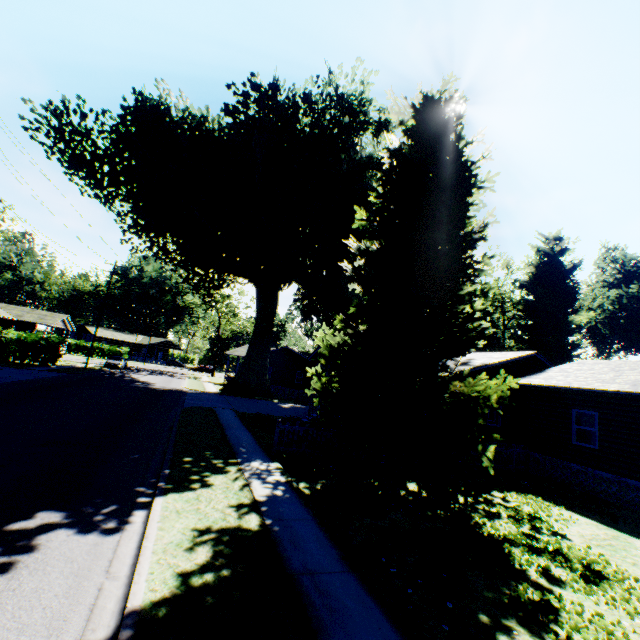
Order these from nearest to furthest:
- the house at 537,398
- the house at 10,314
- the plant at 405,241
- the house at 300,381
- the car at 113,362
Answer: the plant at 405,241 → the house at 537,398 → the car at 113,362 → the house at 300,381 → the house at 10,314

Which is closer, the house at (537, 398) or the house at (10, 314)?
the house at (537, 398)

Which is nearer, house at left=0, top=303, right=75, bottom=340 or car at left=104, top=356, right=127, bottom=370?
car at left=104, top=356, right=127, bottom=370

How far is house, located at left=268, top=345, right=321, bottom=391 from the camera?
43.2 meters

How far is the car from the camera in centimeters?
3962cm

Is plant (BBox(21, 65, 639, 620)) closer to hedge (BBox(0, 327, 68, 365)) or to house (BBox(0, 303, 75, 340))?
hedge (BBox(0, 327, 68, 365))

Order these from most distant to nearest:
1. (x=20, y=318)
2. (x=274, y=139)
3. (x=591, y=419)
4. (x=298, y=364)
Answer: (x=20, y=318), (x=298, y=364), (x=274, y=139), (x=591, y=419)

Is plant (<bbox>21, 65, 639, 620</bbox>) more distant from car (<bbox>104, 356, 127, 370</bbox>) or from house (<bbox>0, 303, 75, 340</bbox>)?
house (<bbox>0, 303, 75, 340</bbox>)
